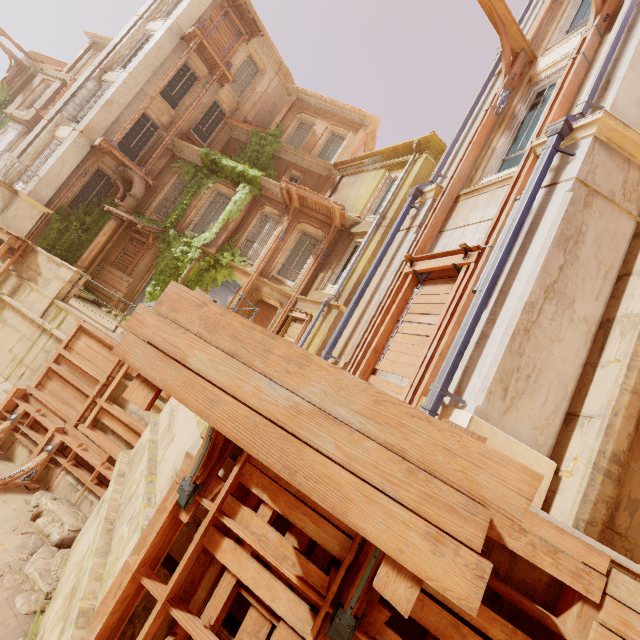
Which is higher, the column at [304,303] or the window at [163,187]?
the window at [163,187]

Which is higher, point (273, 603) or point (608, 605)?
point (608, 605)

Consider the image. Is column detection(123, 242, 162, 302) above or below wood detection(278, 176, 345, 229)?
below

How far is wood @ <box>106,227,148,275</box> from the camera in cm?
1572

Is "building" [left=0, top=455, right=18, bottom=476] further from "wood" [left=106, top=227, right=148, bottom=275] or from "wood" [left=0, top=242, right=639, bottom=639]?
"wood" [left=106, top=227, right=148, bottom=275]

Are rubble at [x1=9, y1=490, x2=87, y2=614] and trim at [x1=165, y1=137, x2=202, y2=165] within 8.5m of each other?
no

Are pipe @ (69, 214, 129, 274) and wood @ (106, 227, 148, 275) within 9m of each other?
yes

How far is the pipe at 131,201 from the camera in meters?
15.2
